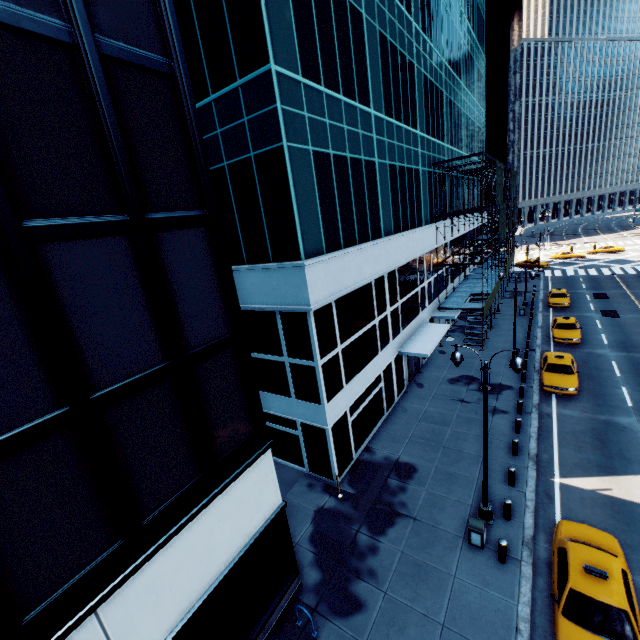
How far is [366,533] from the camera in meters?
13.1

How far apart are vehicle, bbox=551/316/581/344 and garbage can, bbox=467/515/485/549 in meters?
20.6 m

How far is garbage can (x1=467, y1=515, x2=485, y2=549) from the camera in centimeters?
1167cm

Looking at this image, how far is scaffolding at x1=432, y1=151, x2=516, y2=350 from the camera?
26.3 meters

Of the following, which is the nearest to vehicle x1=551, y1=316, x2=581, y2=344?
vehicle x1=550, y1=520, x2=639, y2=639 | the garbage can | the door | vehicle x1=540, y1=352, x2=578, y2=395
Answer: vehicle x1=540, y1=352, x2=578, y2=395

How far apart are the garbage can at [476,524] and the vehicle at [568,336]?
20.6 meters

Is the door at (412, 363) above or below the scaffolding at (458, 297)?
below

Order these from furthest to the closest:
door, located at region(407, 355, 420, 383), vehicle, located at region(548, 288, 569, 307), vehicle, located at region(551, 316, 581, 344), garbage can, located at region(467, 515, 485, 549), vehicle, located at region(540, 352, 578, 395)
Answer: vehicle, located at region(548, 288, 569, 307) < vehicle, located at region(551, 316, 581, 344) < door, located at region(407, 355, 420, 383) < vehicle, located at region(540, 352, 578, 395) < garbage can, located at region(467, 515, 485, 549)
